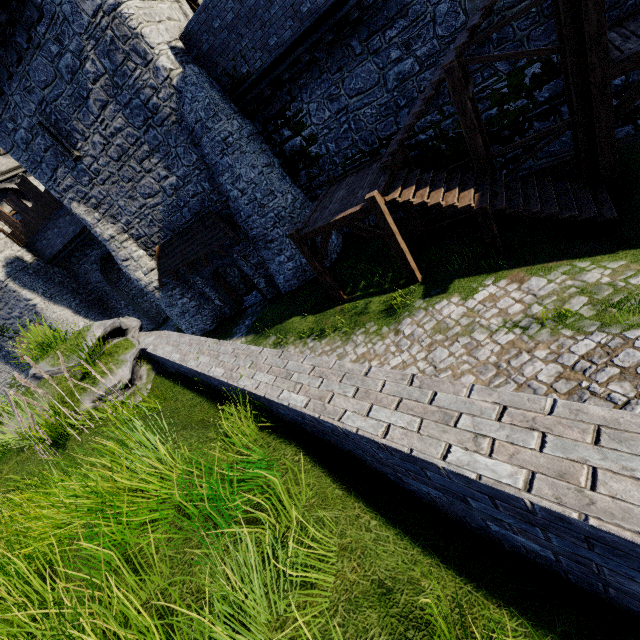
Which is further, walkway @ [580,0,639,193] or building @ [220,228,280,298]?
building @ [220,228,280,298]

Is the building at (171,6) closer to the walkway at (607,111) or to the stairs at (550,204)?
the stairs at (550,204)

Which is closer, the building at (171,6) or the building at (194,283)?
the building at (171,6)

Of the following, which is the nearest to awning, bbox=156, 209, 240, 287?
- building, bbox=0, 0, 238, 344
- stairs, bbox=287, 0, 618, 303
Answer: building, bbox=0, 0, 238, 344

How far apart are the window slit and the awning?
4.5 meters

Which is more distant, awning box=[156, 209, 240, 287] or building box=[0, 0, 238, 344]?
awning box=[156, 209, 240, 287]

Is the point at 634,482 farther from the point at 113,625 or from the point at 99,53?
the point at 99,53

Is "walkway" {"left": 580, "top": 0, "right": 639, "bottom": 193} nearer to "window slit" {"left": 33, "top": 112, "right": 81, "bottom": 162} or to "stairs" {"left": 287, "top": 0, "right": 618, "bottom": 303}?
"stairs" {"left": 287, "top": 0, "right": 618, "bottom": 303}
